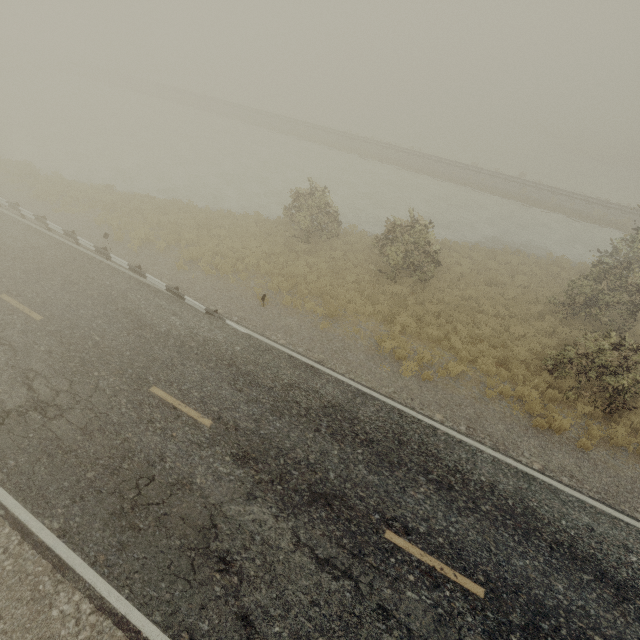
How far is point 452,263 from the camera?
17.6m
